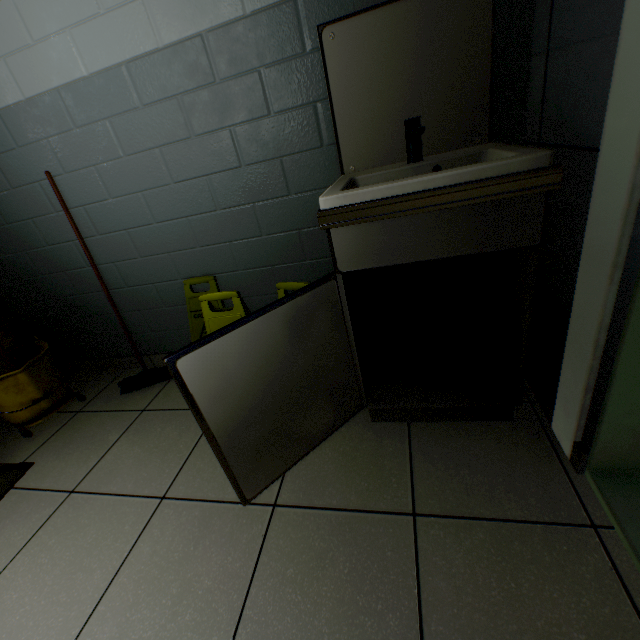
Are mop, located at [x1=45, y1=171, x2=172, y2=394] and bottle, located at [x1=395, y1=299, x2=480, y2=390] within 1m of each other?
no

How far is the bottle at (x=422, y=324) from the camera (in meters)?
1.22

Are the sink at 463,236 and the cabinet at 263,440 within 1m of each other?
yes

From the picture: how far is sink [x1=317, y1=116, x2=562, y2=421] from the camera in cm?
84

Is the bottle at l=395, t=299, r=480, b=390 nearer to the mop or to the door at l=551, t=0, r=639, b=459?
the door at l=551, t=0, r=639, b=459

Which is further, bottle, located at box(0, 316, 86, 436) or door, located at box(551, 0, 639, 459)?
bottle, located at box(0, 316, 86, 436)

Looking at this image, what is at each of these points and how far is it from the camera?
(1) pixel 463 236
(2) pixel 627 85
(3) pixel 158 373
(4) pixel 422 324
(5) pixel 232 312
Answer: (1) sink, 0.9 meters
(2) door, 0.7 meters
(3) mop, 2.1 meters
(4) bottle, 1.5 meters
(5) sign, 1.5 meters

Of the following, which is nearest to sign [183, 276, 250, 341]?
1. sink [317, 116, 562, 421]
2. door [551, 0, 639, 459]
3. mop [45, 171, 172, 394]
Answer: mop [45, 171, 172, 394]
